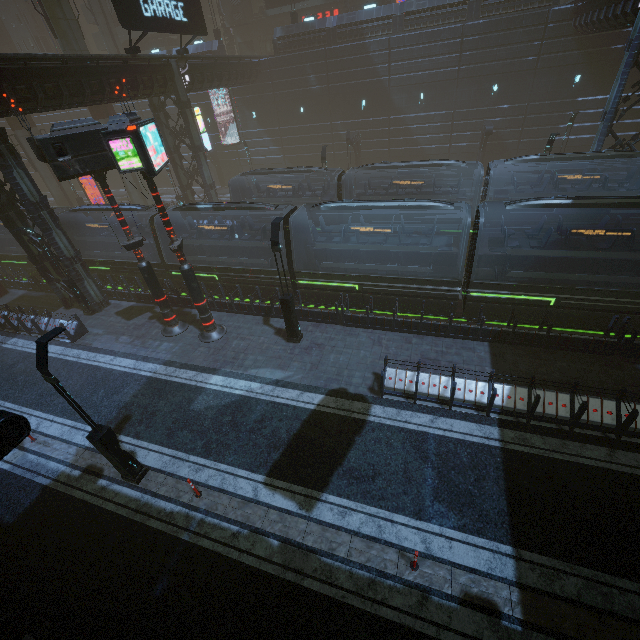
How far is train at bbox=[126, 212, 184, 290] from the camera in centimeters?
1831cm

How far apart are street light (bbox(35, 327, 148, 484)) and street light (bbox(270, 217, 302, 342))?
7.10m

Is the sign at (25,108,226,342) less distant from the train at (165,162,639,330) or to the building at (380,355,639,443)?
the building at (380,355,639,443)

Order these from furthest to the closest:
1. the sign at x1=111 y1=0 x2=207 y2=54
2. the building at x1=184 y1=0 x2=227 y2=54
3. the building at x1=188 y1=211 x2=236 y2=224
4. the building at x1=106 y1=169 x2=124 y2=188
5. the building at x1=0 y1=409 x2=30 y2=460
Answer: the building at x1=106 y1=169 x2=124 y2=188
the building at x1=184 y1=0 x2=227 y2=54
the building at x1=188 y1=211 x2=236 y2=224
the sign at x1=111 y1=0 x2=207 y2=54
the building at x1=0 y1=409 x2=30 y2=460

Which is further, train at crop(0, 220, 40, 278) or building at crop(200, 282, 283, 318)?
train at crop(0, 220, 40, 278)

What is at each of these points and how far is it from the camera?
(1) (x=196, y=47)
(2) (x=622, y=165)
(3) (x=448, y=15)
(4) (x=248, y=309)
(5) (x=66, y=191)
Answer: (1) building, 33.88m
(2) building, 28.55m
(3) building, 26.42m
(4) building, 17.28m
(5) sm, 35.53m

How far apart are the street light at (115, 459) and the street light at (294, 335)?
7.1 meters

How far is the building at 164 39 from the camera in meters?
35.4 m
